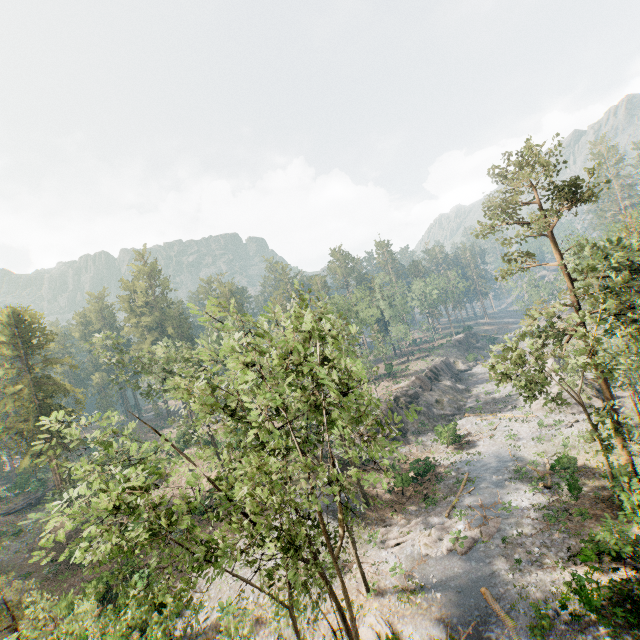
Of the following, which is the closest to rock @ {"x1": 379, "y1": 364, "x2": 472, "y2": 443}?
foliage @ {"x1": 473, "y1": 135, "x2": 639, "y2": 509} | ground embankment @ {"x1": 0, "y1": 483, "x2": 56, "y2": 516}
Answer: foliage @ {"x1": 473, "y1": 135, "x2": 639, "y2": 509}

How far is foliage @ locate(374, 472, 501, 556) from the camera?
22.6m

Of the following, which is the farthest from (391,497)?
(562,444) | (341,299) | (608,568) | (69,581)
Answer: (69,581)

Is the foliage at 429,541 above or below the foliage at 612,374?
below

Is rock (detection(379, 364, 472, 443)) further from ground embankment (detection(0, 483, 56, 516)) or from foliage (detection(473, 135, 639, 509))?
ground embankment (detection(0, 483, 56, 516))

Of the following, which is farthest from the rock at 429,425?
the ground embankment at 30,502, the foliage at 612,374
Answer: the ground embankment at 30,502
